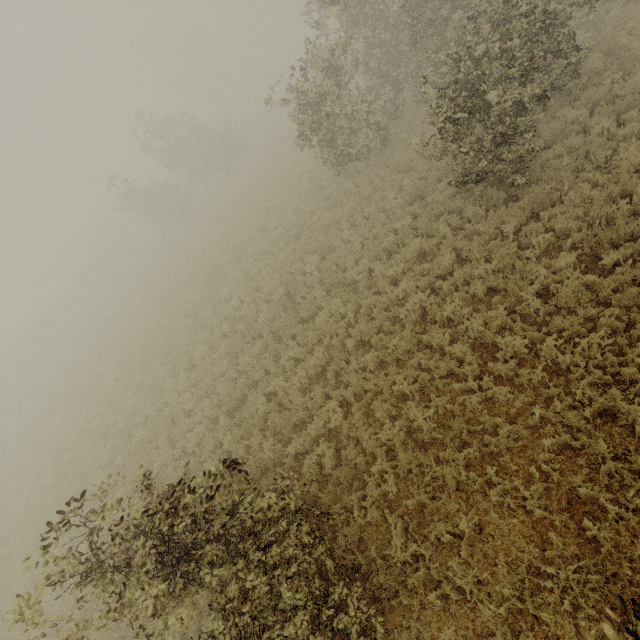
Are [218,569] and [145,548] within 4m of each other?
yes

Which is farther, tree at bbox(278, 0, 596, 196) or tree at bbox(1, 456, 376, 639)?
tree at bbox(278, 0, 596, 196)

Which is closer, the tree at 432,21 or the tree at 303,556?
the tree at 303,556
